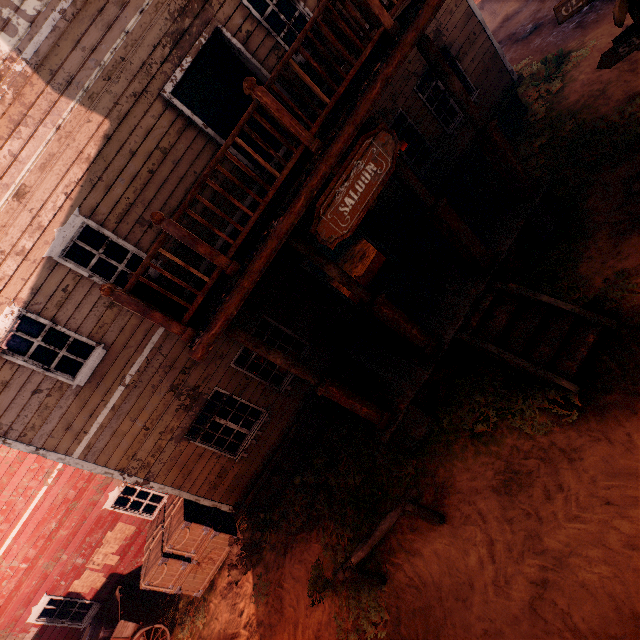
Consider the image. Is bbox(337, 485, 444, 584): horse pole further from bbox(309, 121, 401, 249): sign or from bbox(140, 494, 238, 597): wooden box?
bbox(140, 494, 238, 597): wooden box

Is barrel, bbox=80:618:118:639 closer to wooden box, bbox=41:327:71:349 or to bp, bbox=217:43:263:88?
wooden box, bbox=41:327:71:349

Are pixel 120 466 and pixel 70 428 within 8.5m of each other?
yes

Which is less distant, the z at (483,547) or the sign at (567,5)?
the z at (483,547)

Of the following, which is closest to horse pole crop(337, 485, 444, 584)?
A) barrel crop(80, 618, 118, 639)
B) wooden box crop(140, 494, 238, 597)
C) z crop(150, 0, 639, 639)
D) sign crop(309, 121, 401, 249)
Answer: z crop(150, 0, 639, 639)

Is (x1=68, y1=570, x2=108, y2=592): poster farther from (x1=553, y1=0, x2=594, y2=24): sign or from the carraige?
(x1=553, y1=0, x2=594, y2=24): sign

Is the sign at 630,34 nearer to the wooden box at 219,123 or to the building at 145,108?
the building at 145,108

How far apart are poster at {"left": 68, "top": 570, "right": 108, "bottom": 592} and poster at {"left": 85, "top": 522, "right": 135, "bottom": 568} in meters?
0.1
